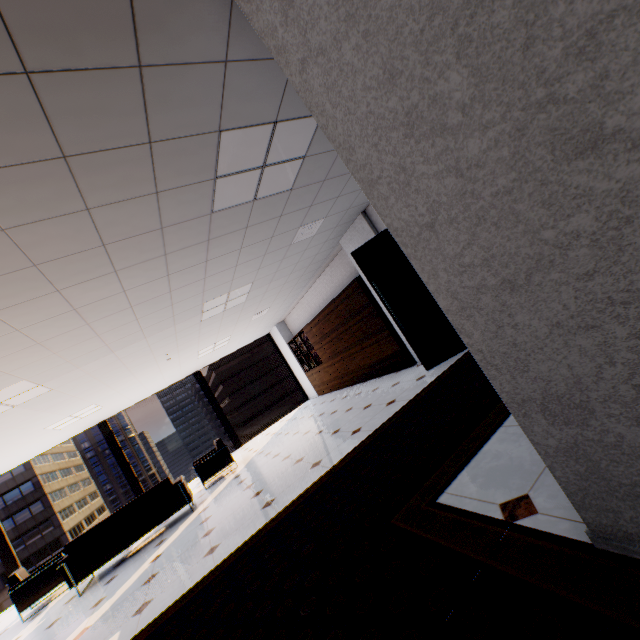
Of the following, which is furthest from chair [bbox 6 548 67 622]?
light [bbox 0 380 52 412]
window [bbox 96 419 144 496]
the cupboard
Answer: the cupboard

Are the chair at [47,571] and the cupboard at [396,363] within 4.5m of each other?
no

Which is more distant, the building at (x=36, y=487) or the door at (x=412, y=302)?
the building at (x=36, y=487)

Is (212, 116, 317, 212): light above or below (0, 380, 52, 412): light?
below

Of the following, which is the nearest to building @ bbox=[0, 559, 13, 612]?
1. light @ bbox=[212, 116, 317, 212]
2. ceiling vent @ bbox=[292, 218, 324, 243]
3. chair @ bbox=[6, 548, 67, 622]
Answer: chair @ bbox=[6, 548, 67, 622]

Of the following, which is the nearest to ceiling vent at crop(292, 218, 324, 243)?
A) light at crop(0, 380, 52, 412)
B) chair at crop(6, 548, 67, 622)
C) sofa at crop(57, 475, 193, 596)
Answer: light at crop(0, 380, 52, 412)

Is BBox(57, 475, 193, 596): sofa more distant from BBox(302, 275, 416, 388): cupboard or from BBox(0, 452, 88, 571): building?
BBox(0, 452, 88, 571): building

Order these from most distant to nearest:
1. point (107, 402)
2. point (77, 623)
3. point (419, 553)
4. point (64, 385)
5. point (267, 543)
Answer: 1. point (107, 402)
2. point (64, 385)
3. point (77, 623)
4. point (267, 543)
5. point (419, 553)
